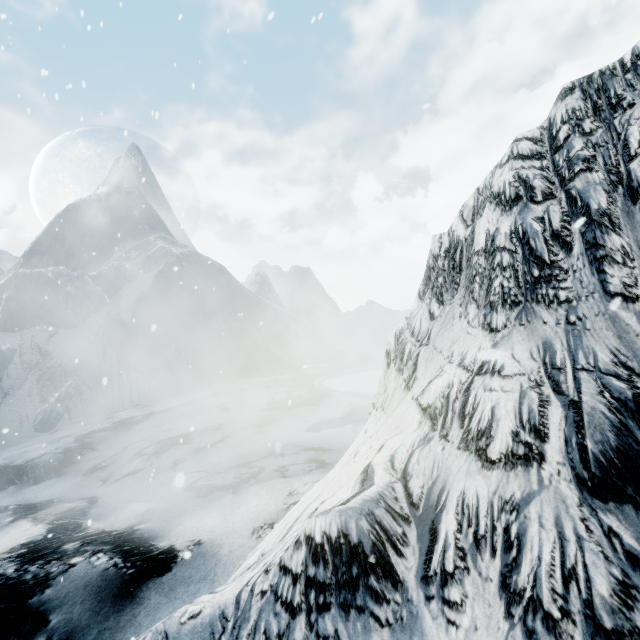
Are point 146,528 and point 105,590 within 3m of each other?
yes
